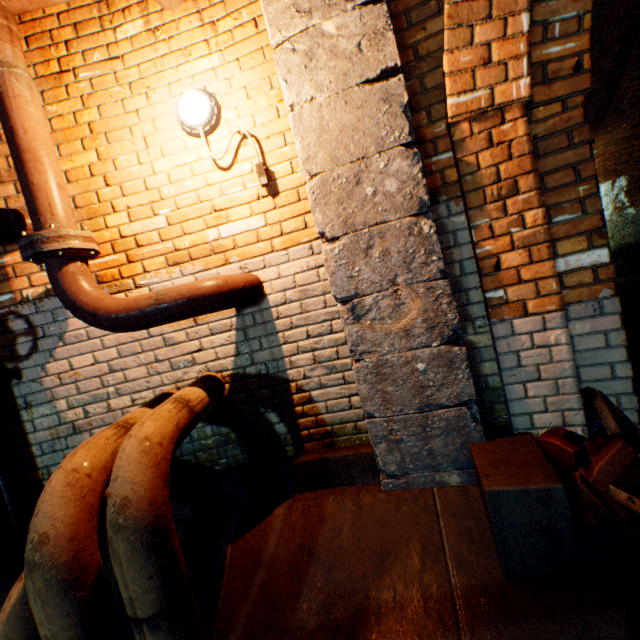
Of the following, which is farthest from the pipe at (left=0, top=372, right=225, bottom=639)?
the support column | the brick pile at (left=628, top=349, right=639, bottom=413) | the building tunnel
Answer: the building tunnel

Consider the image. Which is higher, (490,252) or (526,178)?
(526,178)

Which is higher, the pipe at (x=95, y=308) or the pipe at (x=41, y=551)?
the pipe at (x=95, y=308)

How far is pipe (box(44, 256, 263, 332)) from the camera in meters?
1.9

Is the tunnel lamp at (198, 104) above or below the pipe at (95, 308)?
above

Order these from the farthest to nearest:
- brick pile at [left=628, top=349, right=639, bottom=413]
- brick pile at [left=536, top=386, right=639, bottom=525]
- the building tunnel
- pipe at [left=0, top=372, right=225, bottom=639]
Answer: the building tunnel
brick pile at [left=628, top=349, right=639, bottom=413]
brick pile at [left=536, top=386, right=639, bottom=525]
pipe at [left=0, top=372, right=225, bottom=639]

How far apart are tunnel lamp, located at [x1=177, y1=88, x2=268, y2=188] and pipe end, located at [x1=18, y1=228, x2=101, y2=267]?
0.91m

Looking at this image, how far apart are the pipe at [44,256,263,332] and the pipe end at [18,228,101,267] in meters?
0.0
